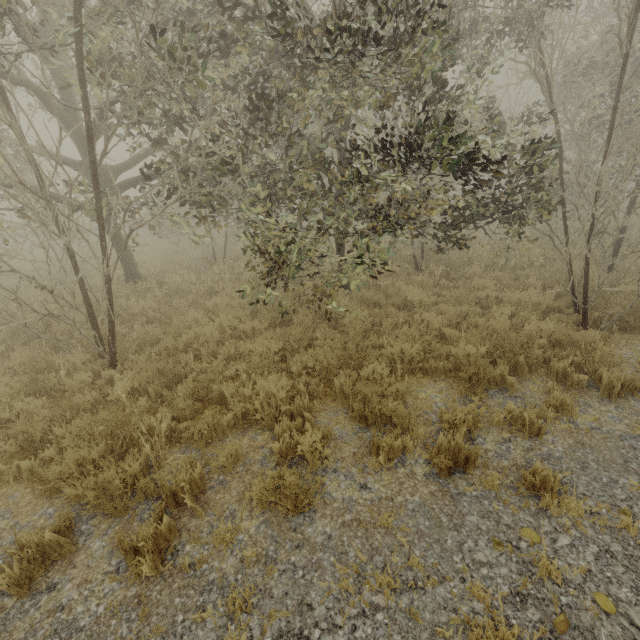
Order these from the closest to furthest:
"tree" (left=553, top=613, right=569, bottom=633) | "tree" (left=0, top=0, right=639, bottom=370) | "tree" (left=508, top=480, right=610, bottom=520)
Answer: "tree" (left=553, top=613, right=569, bottom=633)
"tree" (left=508, top=480, right=610, bottom=520)
"tree" (left=0, top=0, right=639, bottom=370)

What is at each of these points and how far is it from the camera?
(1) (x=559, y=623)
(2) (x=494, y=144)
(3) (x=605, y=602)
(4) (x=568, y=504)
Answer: (1) tree, 2.4 meters
(2) tree, 6.8 meters
(3) tree, 2.5 meters
(4) tree, 3.2 meters

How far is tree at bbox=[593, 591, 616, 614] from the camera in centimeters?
246cm

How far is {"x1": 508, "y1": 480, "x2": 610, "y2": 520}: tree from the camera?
3.15m

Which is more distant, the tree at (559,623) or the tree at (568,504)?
the tree at (568,504)

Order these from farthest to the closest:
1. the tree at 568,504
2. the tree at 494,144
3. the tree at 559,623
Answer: the tree at 494,144 < the tree at 568,504 < the tree at 559,623

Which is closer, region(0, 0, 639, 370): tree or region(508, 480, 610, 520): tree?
region(508, 480, 610, 520): tree

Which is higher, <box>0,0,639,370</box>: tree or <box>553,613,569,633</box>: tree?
<box>0,0,639,370</box>: tree
